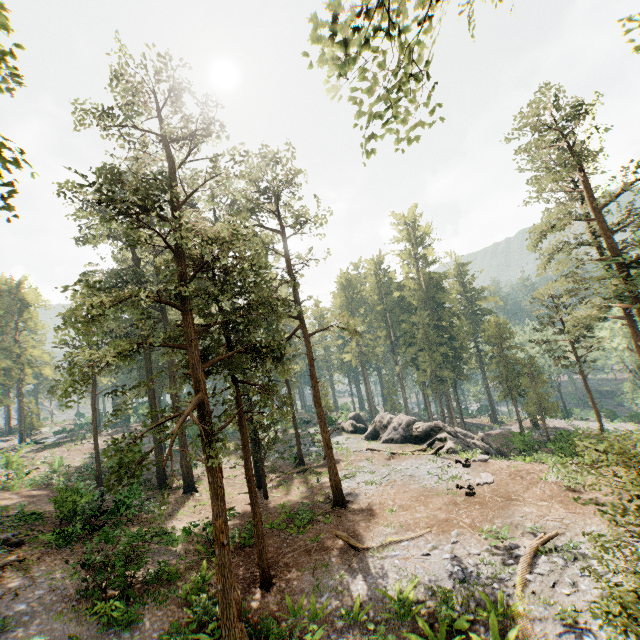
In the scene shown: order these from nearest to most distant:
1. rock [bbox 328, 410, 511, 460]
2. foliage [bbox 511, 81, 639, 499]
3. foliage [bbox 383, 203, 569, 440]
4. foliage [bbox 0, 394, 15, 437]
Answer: foliage [bbox 511, 81, 639, 499] → rock [bbox 328, 410, 511, 460] → foliage [bbox 383, 203, 569, 440] → foliage [bbox 0, 394, 15, 437]

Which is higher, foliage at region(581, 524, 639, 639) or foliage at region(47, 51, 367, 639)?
foliage at region(47, 51, 367, 639)

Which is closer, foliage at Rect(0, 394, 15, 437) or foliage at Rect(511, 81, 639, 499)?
foliage at Rect(511, 81, 639, 499)

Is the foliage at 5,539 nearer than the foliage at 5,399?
Yes

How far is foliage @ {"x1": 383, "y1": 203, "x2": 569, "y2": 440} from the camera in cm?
4159

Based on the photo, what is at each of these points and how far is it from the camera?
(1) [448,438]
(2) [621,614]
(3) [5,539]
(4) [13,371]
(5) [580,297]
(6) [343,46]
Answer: (1) rock, 29.78m
(2) foliage, 7.06m
(3) foliage, 17.39m
(4) foliage, 47.00m
(5) foliage, 30.72m
(6) foliage, 6.43m
